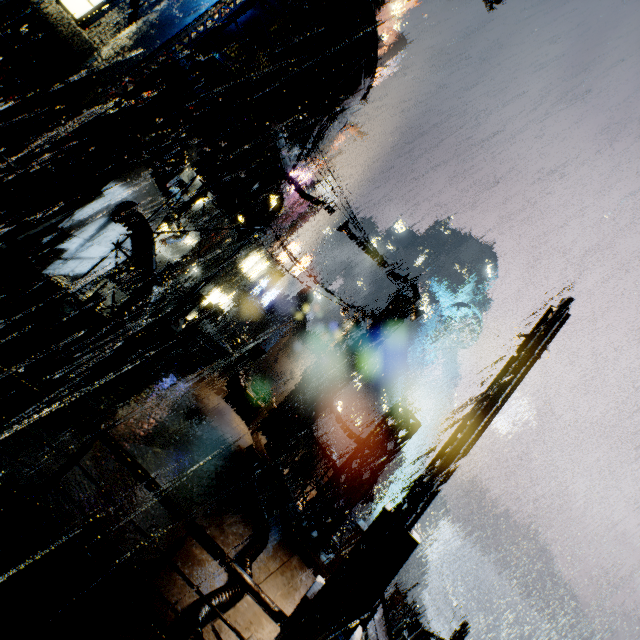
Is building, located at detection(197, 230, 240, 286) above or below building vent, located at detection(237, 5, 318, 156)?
below

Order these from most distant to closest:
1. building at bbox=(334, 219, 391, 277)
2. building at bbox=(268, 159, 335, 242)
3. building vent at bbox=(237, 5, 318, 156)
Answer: building at bbox=(334, 219, 391, 277)
building at bbox=(268, 159, 335, 242)
building vent at bbox=(237, 5, 318, 156)

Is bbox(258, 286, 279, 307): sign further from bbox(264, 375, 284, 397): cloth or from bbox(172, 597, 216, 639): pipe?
bbox(172, 597, 216, 639): pipe

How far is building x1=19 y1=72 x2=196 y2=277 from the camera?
10.16m

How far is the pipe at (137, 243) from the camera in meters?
12.6 m

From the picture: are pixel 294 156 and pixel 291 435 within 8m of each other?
no

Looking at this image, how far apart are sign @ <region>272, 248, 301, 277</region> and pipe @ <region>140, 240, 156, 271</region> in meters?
24.8 m

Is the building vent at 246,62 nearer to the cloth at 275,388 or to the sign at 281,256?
the sign at 281,256
